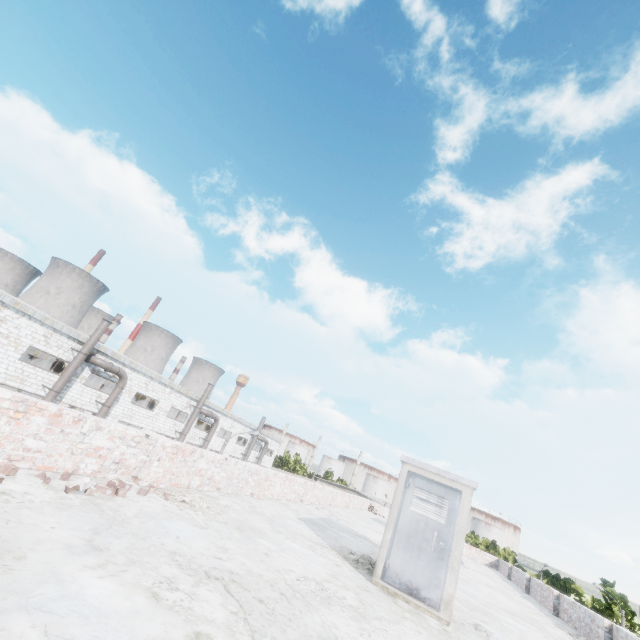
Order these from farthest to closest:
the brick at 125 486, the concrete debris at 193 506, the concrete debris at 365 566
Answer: the concrete debris at 365 566, the concrete debris at 193 506, the brick at 125 486

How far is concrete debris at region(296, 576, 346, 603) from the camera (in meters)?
4.26

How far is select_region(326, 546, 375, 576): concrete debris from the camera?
6.59m

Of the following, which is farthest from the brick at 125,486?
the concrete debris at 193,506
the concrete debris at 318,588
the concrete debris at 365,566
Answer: the concrete debris at 365,566

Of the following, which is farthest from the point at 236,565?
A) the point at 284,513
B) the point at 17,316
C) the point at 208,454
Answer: the point at 17,316

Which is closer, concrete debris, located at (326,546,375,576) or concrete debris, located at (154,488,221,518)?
concrete debris, located at (154,488,221,518)

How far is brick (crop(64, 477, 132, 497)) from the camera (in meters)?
4.03

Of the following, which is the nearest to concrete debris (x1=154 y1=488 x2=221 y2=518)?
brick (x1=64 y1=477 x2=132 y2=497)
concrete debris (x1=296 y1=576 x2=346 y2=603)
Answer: brick (x1=64 y1=477 x2=132 y2=497)
